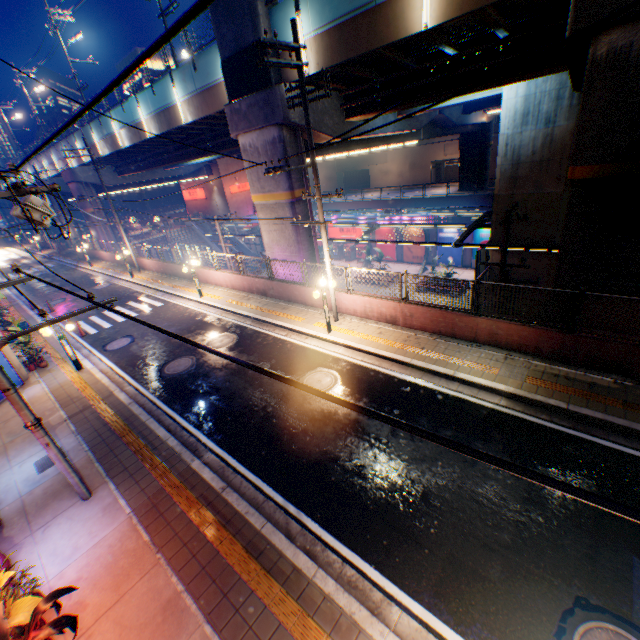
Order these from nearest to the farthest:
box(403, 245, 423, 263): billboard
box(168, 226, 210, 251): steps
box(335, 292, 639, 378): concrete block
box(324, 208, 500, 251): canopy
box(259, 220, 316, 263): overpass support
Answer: box(335, 292, 639, 378): concrete block < box(259, 220, 316, 263): overpass support < box(324, 208, 500, 251): canopy < box(403, 245, 423, 263): billboard < box(168, 226, 210, 251): steps

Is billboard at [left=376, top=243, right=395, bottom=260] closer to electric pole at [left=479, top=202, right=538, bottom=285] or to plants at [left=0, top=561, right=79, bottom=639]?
electric pole at [left=479, top=202, right=538, bottom=285]

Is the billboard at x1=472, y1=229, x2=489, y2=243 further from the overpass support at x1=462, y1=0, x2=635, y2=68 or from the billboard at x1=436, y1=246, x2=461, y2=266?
the overpass support at x1=462, y1=0, x2=635, y2=68

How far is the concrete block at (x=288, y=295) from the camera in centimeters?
1539cm

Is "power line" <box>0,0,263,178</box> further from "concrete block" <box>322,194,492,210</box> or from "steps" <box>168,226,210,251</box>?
"steps" <box>168,226,210,251</box>

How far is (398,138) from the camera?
23.03m

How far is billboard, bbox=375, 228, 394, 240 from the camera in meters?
36.5

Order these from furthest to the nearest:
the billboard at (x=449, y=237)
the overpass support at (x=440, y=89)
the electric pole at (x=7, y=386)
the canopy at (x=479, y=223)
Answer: the billboard at (x=449, y=237) → the canopy at (x=479, y=223) → the overpass support at (x=440, y=89) → the electric pole at (x=7, y=386)
